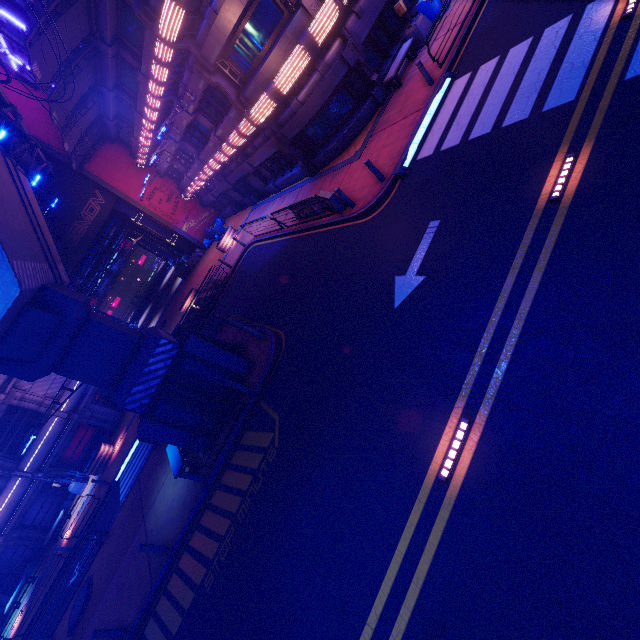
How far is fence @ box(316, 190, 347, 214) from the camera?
13.5 meters

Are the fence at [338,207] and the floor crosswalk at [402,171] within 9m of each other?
yes

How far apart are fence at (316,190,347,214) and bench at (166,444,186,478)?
11.88m

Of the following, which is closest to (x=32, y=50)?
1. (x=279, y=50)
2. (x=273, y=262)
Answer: (x=279, y=50)

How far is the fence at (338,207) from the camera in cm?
1346

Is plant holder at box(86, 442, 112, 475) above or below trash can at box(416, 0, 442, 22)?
below

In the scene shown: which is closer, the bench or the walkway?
the walkway

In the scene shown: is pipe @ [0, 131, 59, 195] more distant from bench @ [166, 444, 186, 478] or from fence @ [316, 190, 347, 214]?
bench @ [166, 444, 186, 478]
